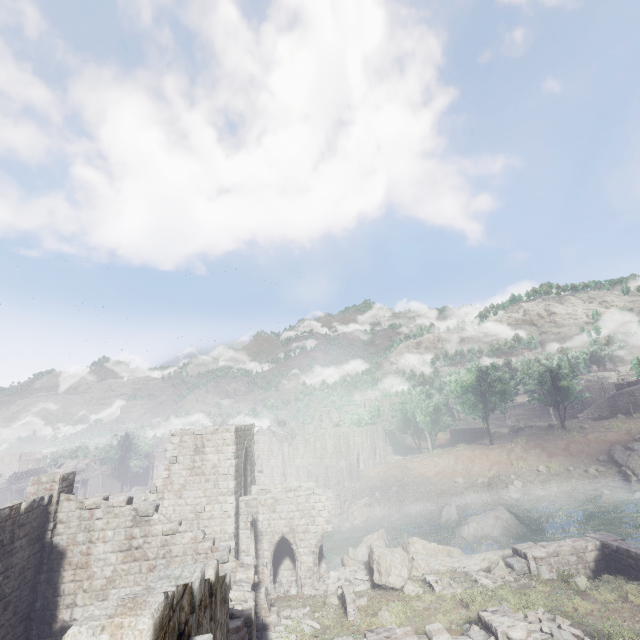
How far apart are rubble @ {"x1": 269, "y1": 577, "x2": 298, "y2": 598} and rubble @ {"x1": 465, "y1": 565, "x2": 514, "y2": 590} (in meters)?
10.65

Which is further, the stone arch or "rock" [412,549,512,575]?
the stone arch

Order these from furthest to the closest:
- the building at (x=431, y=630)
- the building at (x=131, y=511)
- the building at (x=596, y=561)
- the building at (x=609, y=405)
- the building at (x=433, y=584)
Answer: the building at (x=609, y=405) < the building at (x=596, y=561) < the building at (x=433, y=584) < the building at (x=431, y=630) < the building at (x=131, y=511)

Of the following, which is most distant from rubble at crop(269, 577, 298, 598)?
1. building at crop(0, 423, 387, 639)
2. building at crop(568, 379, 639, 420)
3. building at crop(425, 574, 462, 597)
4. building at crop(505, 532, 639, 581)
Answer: building at crop(568, 379, 639, 420)

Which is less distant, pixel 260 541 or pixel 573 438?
pixel 260 541

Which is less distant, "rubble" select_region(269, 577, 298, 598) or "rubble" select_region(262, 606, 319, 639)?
"rubble" select_region(262, 606, 319, 639)

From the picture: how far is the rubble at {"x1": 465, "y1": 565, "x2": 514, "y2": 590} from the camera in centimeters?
1616cm

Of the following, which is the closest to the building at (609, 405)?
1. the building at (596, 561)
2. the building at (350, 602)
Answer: the building at (596, 561)
